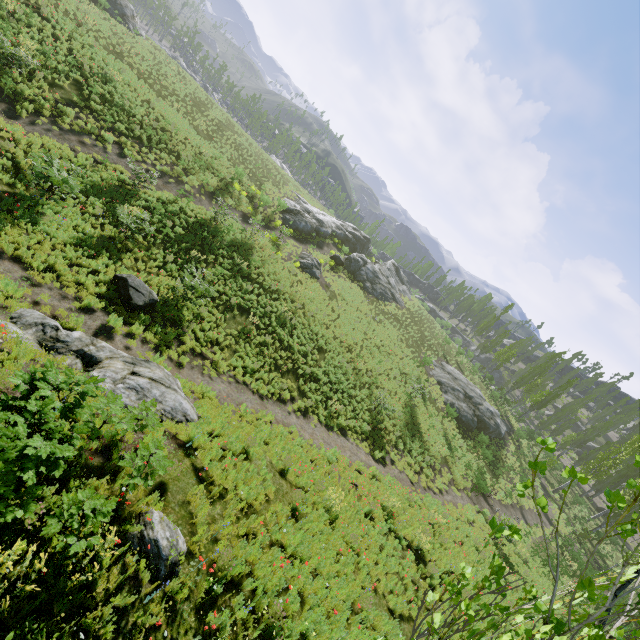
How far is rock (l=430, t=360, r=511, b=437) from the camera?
31.4 meters

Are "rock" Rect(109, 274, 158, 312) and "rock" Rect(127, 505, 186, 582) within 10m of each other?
yes

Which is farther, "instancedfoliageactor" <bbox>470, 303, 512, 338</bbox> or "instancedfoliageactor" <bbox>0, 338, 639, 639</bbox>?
"instancedfoliageactor" <bbox>470, 303, 512, 338</bbox>

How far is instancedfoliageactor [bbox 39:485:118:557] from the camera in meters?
4.5 m

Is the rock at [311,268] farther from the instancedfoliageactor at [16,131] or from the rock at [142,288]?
the rock at [142,288]

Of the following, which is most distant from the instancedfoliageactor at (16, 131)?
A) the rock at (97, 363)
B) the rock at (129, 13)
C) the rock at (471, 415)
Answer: the rock at (129, 13)

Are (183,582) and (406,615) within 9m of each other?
yes

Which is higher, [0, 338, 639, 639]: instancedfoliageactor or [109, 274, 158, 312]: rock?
[0, 338, 639, 639]: instancedfoliageactor
